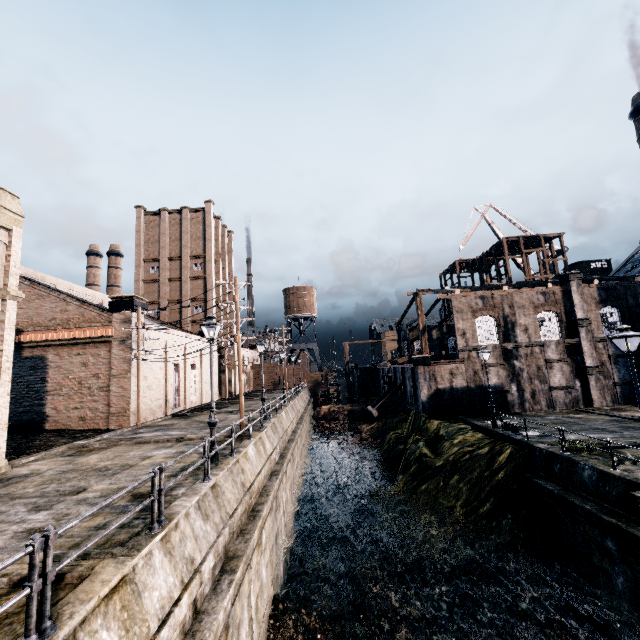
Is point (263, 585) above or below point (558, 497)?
below

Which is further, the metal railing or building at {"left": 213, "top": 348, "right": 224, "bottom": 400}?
building at {"left": 213, "top": 348, "right": 224, "bottom": 400}

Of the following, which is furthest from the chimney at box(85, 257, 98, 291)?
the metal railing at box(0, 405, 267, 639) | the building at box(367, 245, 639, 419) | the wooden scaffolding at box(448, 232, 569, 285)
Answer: the wooden scaffolding at box(448, 232, 569, 285)

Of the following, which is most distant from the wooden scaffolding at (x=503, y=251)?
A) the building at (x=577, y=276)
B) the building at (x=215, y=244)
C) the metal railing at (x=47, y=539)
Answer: the building at (x=215, y=244)

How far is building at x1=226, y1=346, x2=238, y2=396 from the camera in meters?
50.8 m

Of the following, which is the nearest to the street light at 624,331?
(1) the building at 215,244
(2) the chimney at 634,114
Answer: (1) the building at 215,244

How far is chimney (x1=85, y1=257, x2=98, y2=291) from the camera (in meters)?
59.16
